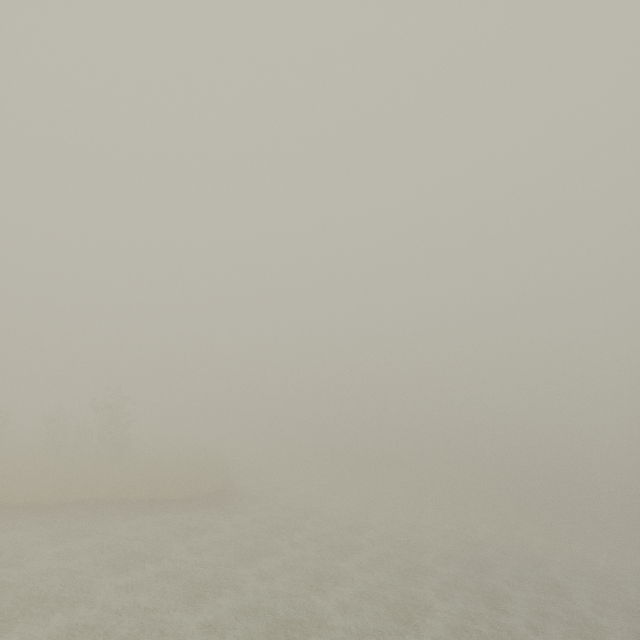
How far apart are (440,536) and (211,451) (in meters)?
32.57
